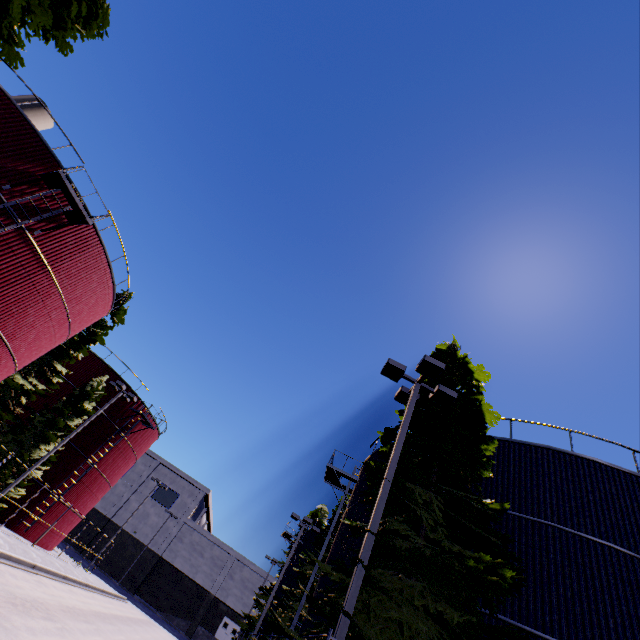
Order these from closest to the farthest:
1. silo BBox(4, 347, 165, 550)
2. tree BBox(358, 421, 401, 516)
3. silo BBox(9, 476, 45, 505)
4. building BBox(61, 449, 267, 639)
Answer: tree BBox(358, 421, 401, 516) < silo BBox(9, 476, 45, 505) < silo BBox(4, 347, 165, 550) < building BBox(61, 449, 267, 639)

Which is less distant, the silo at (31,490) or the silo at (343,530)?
the silo at (343,530)

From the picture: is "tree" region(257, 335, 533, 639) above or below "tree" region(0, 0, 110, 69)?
below

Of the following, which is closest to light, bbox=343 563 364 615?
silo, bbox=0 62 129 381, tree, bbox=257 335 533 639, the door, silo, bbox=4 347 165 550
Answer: tree, bbox=257 335 533 639

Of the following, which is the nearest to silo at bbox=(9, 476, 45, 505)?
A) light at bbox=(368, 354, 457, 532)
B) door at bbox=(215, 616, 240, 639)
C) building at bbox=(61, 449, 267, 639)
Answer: light at bbox=(368, 354, 457, 532)

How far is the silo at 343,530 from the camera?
14.4 meters

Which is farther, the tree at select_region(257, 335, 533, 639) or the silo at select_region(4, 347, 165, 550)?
the silo at select_region(4, 347, 165, 550)

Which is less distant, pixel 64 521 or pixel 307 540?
pixel 64 521
